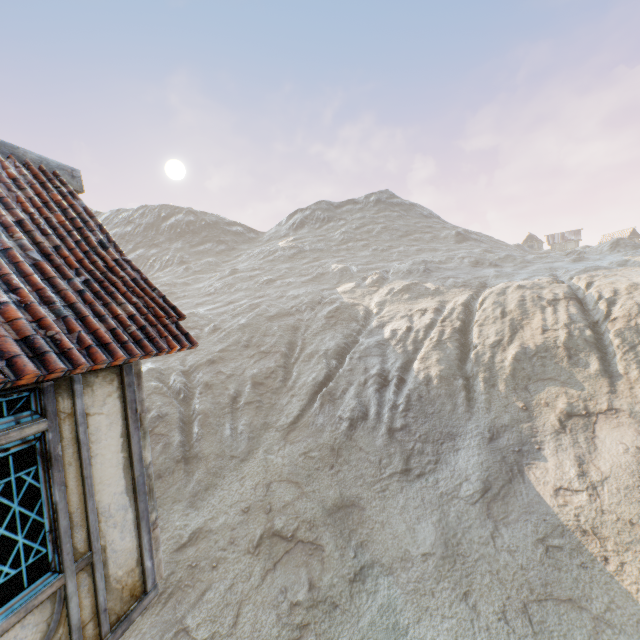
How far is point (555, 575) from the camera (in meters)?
12.72
